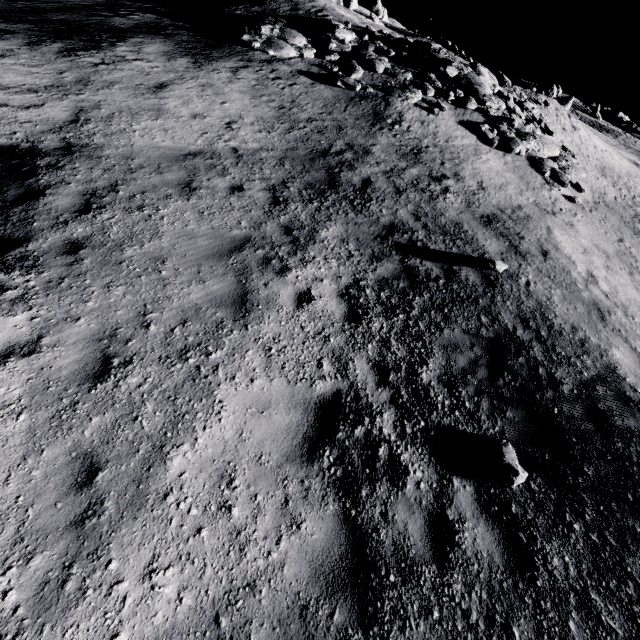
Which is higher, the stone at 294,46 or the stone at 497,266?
the stone at 294,46

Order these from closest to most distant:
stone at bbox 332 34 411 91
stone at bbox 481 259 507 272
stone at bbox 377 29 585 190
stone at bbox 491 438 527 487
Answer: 1. stone at bbox 491 438 527 487
2. stone at bbox 481 259 507 272
3. stone at bbox 332 34 411 91
4. stone at bbox 377 29 585 190

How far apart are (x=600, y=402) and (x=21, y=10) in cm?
2342

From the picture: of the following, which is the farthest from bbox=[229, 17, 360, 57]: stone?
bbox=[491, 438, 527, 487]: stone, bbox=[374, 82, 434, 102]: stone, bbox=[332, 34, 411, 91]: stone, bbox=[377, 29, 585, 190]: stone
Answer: bbox=[491, 438, 527, 487]: stone

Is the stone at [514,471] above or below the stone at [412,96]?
below

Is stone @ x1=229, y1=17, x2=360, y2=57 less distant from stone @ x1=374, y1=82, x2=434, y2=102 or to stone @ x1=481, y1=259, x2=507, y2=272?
stone @ x1=374, y1=82, x2=434, y2=102

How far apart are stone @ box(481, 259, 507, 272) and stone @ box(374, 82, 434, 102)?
10.4m

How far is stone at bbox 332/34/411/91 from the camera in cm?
1412
